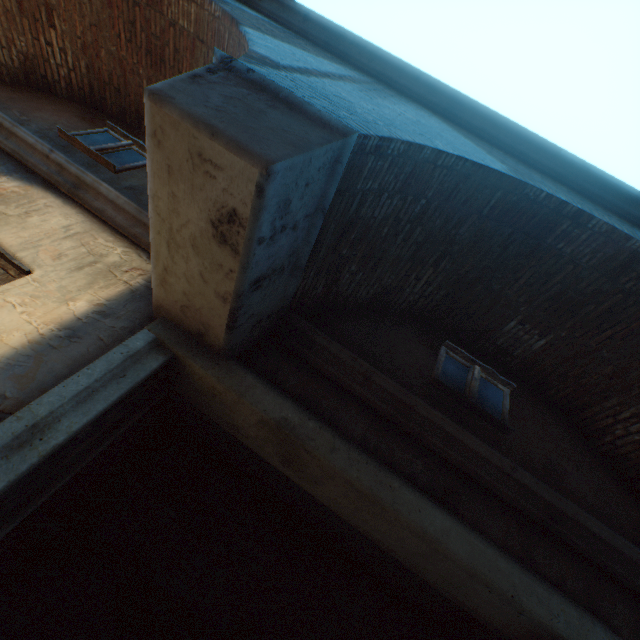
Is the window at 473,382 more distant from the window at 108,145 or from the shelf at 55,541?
the window at 108,145

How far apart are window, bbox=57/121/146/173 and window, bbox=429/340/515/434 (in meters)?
4.75

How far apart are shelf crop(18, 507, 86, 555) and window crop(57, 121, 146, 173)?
3.8m

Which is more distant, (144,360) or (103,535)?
(103,535)

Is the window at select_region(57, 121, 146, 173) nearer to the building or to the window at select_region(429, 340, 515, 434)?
the building

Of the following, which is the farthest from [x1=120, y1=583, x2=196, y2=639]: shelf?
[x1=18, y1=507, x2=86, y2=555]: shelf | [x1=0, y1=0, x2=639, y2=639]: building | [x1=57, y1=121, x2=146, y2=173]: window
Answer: [x1=57, y1=121, x2=146, y2=173]: window

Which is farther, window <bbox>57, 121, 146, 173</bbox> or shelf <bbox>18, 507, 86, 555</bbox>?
window <bbox>57, 121, 146, 173</bbox>

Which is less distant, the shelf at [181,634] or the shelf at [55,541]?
the shelf at [55,541]
